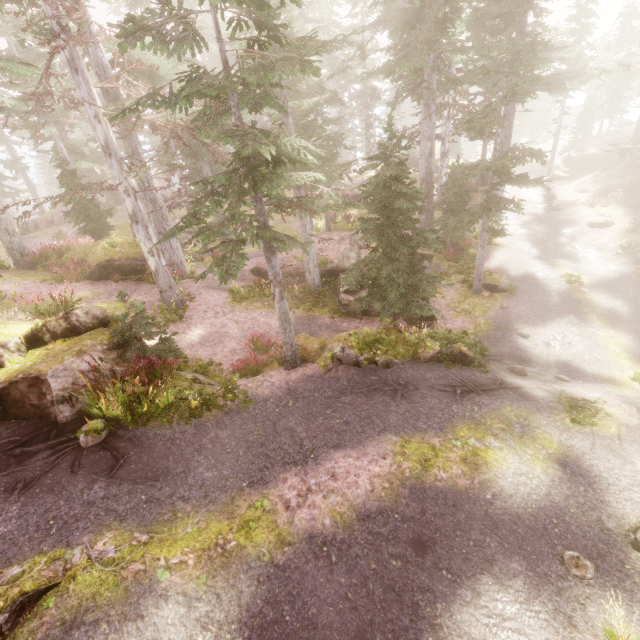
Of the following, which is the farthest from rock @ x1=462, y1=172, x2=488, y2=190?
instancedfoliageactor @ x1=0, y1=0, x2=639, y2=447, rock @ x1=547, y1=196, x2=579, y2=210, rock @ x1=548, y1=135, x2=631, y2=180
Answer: rock @ x1=548, y1=135, x2=631, y2=180

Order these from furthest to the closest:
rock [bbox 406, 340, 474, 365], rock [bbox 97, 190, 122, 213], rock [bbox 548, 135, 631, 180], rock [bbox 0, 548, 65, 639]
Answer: rock [bbox 97, 190, 122, 213]
rock [bbox 548, 135, 631, 180]
rock [bbox 406, 340, 474, 365]
rock [bbox 0, 548, 65, 639]

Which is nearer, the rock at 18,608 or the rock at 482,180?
the rock at 18,608

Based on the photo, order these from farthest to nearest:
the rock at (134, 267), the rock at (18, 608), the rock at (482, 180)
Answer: the rock at (482, 180) → the rock at (134, 267) → the rock at (18, 608)

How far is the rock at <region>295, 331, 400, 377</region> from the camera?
10.0m

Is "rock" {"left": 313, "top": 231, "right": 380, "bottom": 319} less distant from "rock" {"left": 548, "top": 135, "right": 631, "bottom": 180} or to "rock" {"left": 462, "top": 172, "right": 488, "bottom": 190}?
"rock" {"left": 462, "top": 172, "right": 488, "bottom": 190}

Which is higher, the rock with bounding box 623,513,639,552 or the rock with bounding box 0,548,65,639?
the rock with bounding box 0,548,65,639

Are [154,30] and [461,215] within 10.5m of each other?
no
